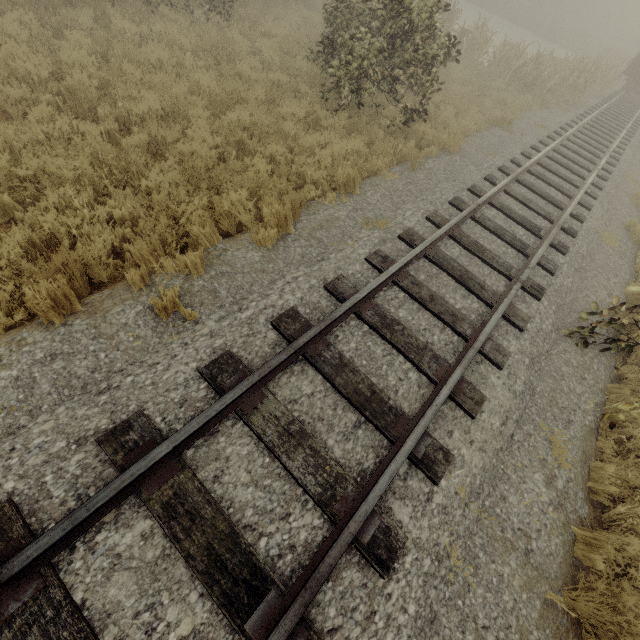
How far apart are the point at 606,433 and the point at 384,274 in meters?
4.1 m

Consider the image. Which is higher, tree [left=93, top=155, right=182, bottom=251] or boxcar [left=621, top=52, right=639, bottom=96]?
boxcar [left=621, top=52, right=639, bottom=96]

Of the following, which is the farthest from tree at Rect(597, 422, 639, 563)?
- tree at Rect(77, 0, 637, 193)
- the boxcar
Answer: the boxcar

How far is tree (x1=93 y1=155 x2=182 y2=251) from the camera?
4.37m

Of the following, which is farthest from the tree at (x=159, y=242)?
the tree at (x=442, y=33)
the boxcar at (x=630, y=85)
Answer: the boxcar at (x=630, y=85)

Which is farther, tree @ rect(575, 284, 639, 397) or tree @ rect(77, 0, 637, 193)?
tree @ rect(77, 0, 637, 193)

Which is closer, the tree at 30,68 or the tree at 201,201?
the tree at 201,201
